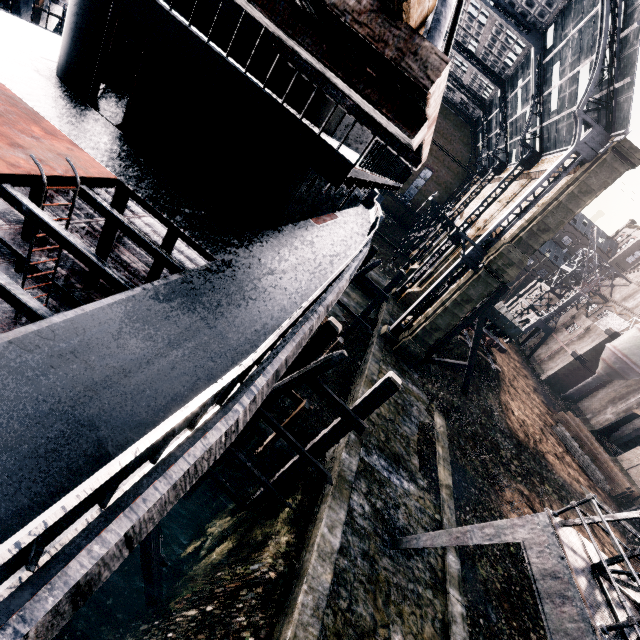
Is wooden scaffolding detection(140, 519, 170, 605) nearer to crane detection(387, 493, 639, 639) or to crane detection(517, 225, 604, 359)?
crane detection(387, 493, 639, 639)

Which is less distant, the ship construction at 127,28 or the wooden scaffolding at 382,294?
the wooden scaffolding at 382,294

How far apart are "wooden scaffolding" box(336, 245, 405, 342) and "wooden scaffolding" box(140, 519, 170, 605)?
17.19m

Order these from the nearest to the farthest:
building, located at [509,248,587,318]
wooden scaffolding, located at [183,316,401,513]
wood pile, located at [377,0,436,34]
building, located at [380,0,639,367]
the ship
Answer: wood pile, located at [377,0,436,34], the ship, wooden scaffolding, located at [183,316,401,513], building, located at [380,0,639,367], building, located at [509,248,587,318]

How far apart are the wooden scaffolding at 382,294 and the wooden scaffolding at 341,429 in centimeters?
1319cm

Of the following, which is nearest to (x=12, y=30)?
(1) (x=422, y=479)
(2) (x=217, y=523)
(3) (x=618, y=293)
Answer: (2) (x=217, y=523)

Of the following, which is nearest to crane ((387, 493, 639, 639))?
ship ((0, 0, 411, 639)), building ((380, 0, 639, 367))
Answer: ship ((0, 0, 411, 639))

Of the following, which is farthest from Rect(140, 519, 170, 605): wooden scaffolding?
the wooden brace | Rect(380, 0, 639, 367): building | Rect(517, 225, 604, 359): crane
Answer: Rect(517, 225, 604, 359): crane
